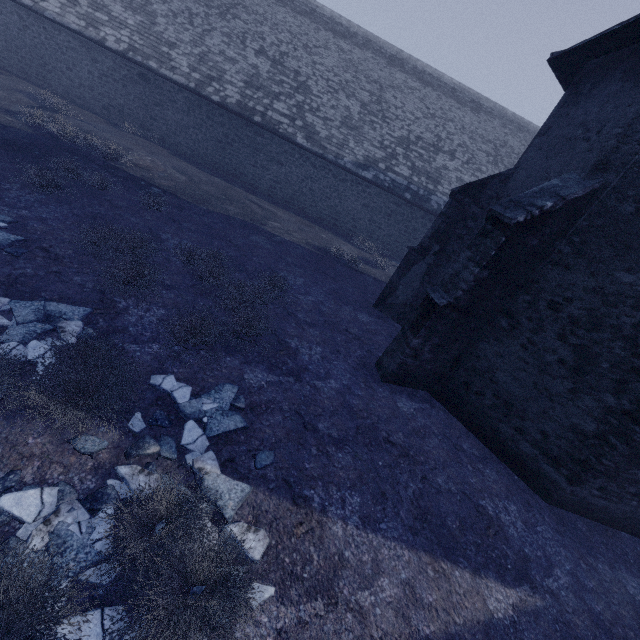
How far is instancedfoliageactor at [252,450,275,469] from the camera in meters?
4.4

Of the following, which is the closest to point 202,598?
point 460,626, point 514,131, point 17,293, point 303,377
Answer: point 460,626

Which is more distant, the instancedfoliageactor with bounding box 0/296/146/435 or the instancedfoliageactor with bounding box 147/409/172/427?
the instancedfoliageactor with bounding box 147/409/172/427

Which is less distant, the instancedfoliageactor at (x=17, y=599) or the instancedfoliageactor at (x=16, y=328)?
the instancedfoliageactor at (x=17, y=599)

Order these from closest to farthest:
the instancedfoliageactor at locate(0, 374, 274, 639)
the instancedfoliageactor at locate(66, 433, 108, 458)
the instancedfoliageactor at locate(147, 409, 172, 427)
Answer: the instancedfoliageactor at locate(0, 374, 274, 639) < the instancedfoliageactor at locate(66, 433, 108, 458) < the instancedfoliageactor at locate(147, 409, 172, 427)

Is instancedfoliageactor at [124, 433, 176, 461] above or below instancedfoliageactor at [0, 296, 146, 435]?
below

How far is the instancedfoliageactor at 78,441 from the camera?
3.6 meters
